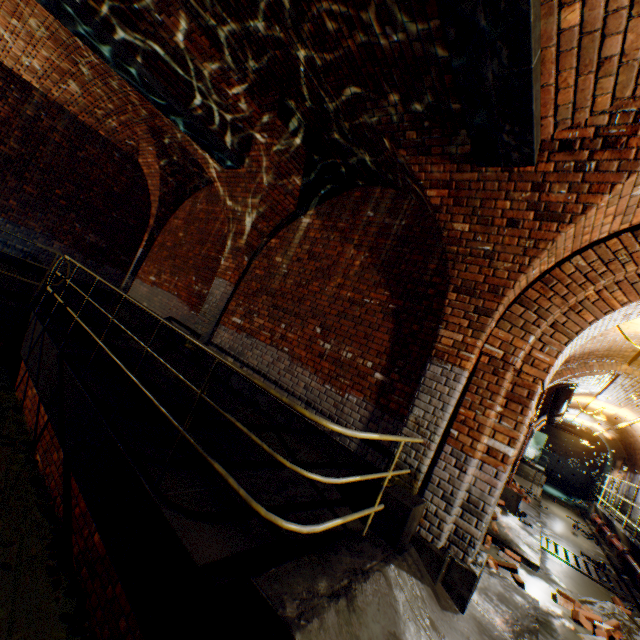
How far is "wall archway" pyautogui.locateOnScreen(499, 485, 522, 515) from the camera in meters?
8.2 m

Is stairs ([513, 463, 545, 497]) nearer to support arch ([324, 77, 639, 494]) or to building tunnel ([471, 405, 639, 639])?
building tunnel ([471, 405, 639, 639])

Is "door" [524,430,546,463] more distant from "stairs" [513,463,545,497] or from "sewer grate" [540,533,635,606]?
"stairs" [513,463,545,497]

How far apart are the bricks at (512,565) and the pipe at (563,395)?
8.0m

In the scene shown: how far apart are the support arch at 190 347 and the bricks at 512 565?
6.3 meters

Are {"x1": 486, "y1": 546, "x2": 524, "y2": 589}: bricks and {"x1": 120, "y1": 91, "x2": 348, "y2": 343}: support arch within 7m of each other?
yes

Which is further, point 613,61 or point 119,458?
point 119,458

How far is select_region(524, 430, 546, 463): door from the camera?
21.41m
